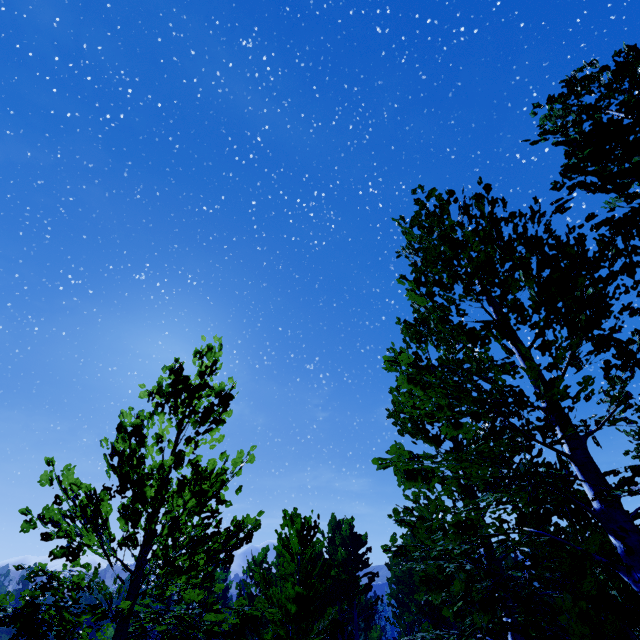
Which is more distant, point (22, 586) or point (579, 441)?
point (22, 586)

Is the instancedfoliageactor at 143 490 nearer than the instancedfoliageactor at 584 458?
No

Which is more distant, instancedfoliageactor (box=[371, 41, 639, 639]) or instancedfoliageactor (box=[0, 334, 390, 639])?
instancedfoliageactor (box=[0, 334, 390, 639])
